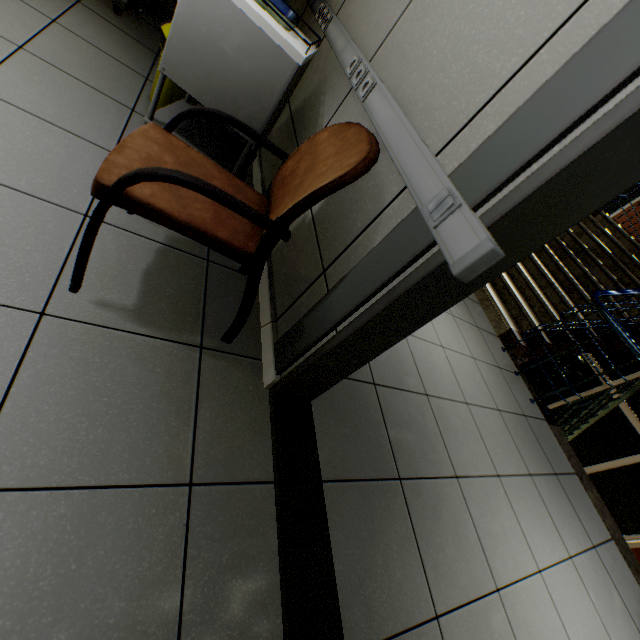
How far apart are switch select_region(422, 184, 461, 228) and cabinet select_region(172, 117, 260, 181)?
1.0 meters

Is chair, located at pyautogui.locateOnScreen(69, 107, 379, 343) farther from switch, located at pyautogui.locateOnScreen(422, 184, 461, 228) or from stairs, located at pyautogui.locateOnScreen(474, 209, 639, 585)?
stairs, located at pyautogui.locateOnScreen(474, 209, 639, 585)

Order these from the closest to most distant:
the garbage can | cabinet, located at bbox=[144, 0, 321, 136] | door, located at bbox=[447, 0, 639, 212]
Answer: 1. door, located at bbox=[447, 0, 639, 212]
2. cabinet, located at bbox=[144, 0, 321, 136]
3. the garbage can

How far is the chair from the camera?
0.87m

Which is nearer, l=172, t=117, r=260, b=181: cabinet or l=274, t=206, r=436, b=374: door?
l=274, t=206, r=436, b=374: door

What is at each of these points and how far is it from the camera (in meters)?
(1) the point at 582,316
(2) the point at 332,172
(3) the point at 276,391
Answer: (1) stairs, 4.11
(2) chair, 0.96
(3) door, 1.31

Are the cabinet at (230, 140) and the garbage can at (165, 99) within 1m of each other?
yes

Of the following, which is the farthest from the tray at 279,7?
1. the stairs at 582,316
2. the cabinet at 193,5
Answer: the stairs at 582,316
